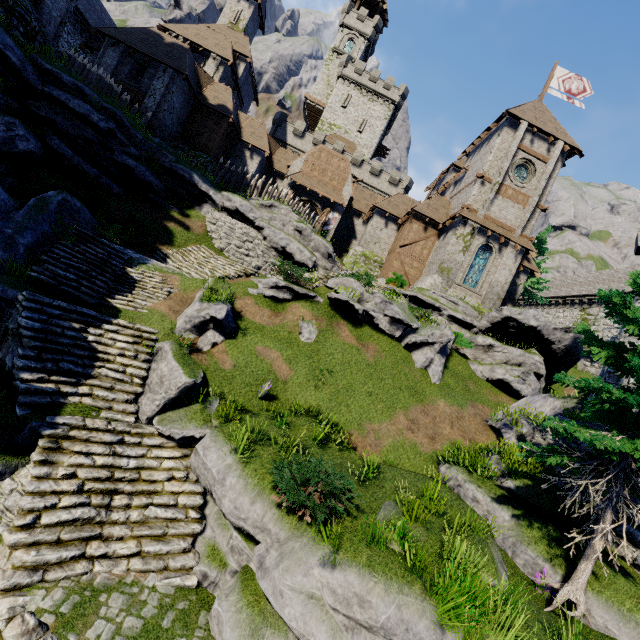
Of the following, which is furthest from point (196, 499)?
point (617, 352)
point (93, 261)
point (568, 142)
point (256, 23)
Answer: point (256, 23)

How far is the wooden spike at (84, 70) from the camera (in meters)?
18.38

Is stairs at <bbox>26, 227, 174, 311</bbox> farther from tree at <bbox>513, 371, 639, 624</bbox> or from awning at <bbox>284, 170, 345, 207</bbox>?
awning at <bbox>284, 170, 345, 207</bbox>

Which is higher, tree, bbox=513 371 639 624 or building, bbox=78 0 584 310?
building, bbox=78 0 584 310

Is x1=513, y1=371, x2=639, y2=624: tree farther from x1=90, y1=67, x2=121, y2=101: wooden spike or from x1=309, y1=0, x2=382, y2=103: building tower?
x1=309, y1=0, x2=382, y2=103: building tower

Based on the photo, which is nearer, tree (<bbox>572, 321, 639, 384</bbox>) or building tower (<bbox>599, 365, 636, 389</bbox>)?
tree (<bbox>572, 321, 639, 384</bbox>)

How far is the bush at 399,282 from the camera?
26.3 meters

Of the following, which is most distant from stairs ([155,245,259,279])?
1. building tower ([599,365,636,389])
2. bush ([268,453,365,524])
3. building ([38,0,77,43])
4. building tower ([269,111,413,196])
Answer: building tower ([269,111,413,196])
